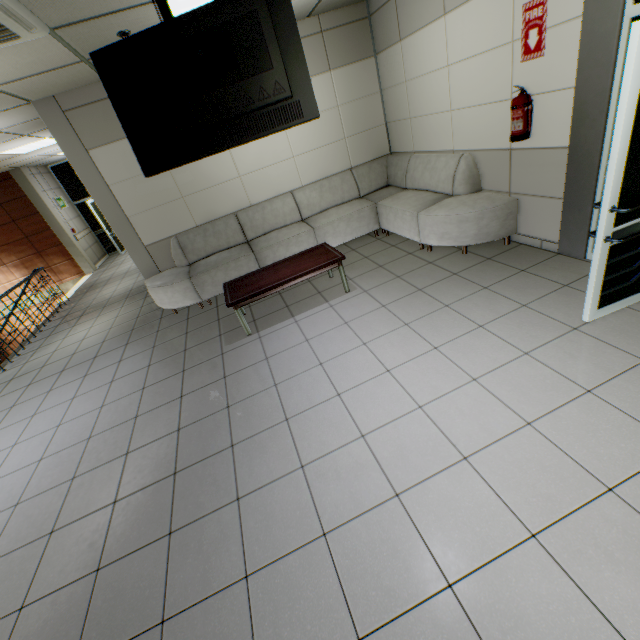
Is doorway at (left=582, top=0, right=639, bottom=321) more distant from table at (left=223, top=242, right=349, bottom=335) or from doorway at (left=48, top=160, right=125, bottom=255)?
doorway at (left=48, top=160, right=125, bottom=255)

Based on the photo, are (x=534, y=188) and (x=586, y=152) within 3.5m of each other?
yes

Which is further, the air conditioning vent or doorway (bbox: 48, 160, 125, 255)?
doorway (bbox: 48, 160, 125, 255)

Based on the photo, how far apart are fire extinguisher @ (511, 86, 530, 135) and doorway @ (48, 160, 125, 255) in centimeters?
1196cm

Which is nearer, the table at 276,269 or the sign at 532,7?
the sign at 532,7

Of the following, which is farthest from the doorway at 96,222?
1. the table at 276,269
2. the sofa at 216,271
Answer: the table at 276,269

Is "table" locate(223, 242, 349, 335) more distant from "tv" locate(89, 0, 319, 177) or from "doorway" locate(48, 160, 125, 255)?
"doorway" locate(48, 160, 125, 255)

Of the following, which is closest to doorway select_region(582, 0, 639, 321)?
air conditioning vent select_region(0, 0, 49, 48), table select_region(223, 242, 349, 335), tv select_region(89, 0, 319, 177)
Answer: tv select_region(89, 0, 319, 177)
